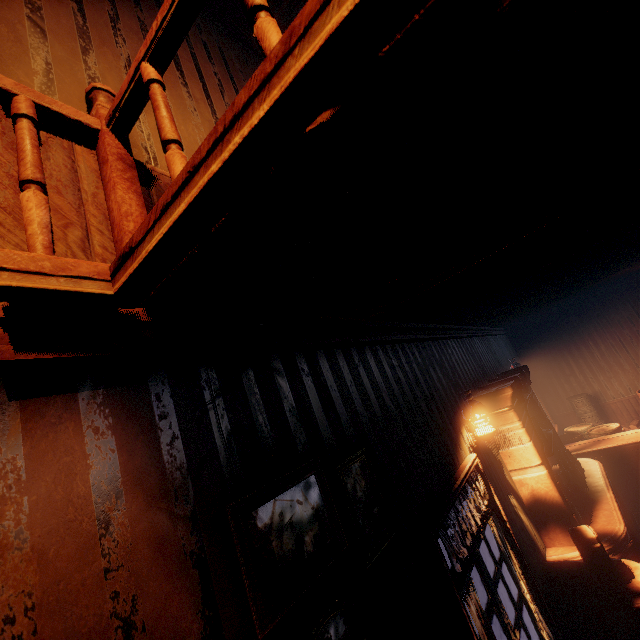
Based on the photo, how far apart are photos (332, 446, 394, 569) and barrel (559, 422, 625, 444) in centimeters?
751cm

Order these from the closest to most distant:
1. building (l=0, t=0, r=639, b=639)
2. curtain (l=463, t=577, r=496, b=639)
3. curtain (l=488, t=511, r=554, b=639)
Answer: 1. building (l=0, t=0, r=639, b=639)
2. curtain (l=463, t=577, r=496, b=639)
3. curtain (l=488, t=511, r=554, b=639)

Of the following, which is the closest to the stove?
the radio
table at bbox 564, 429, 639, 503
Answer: table at bbox 564, 429, 639, 503

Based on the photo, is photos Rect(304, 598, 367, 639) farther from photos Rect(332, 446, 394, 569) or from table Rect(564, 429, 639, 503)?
table Rect(564, 429, 639, 503)

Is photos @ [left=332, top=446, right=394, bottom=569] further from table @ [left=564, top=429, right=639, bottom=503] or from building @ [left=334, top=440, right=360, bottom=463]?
table @ [left=564, top=429, right=639, bottom=503]

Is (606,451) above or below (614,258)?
below

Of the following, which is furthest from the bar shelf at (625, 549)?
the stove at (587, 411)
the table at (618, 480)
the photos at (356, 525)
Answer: the stove at (587, 411)

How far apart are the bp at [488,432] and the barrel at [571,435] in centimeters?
532cm
